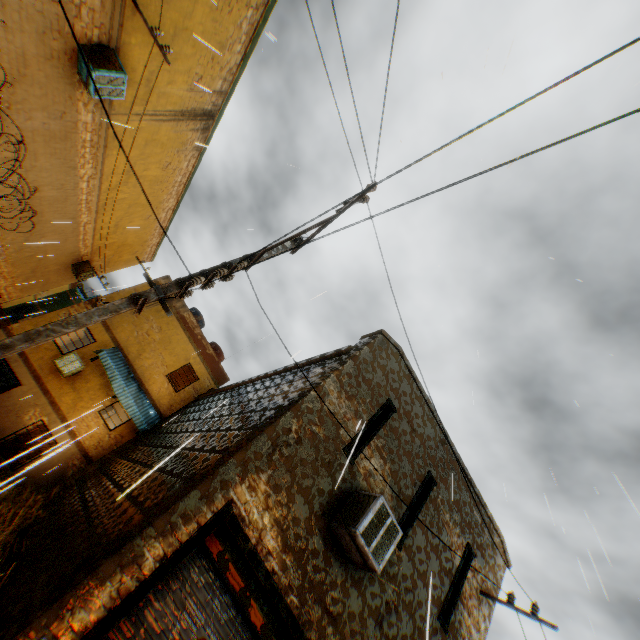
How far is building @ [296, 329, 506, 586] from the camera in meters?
6.8 m

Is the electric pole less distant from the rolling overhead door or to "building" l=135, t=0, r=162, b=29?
"building" l=135, t=0, r=162, b=29

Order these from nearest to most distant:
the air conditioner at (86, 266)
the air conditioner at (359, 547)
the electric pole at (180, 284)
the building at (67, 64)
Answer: the electric pole at (180, 284)
the air conditioner at (359, 547)
the building at (67, 64)
the air conditioner at (86, 266)

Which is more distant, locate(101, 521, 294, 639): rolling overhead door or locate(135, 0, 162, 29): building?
locate(135, 0, 162, 29): building

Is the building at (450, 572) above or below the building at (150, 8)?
below

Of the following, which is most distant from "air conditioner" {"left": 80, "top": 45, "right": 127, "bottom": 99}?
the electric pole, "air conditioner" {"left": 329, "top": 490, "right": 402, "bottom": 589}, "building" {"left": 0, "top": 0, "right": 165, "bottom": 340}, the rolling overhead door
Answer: "air conditioner" {"left": 329, "top": 490, "right": 402, "bottom": 589}

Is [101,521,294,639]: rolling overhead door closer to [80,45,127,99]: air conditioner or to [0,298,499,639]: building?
[0,298,499,639]: building

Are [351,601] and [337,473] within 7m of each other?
yes
